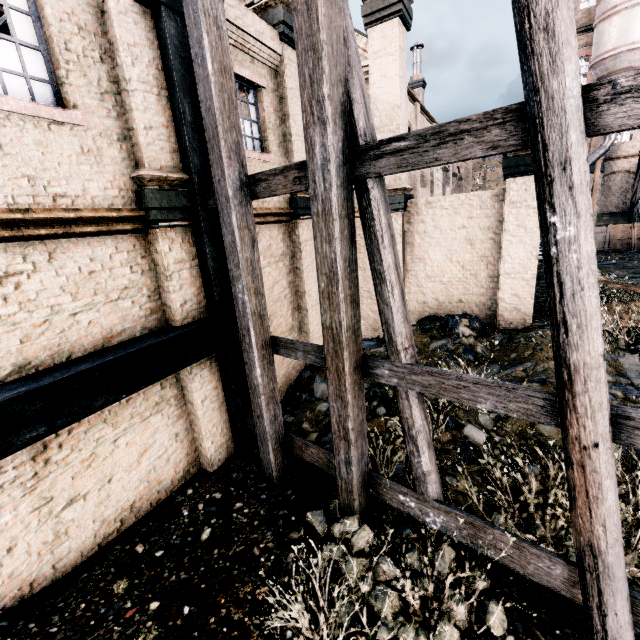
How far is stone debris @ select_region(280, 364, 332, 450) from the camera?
8.0m

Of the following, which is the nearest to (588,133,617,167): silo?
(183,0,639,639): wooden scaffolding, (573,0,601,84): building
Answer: (573,0,601,84): building

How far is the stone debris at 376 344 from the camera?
10.51m

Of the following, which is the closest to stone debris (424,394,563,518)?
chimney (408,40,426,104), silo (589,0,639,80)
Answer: chimney (408,40,426,104)

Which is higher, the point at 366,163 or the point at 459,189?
the point at 459,189

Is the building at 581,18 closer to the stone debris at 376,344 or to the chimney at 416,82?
the chimney at 416,82

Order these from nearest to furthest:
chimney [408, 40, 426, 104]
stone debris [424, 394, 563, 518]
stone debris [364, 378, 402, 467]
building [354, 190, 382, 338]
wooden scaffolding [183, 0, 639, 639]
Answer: wooden scaffolding [183, 0, 639, 639], stone debris [424, 394, 563, 518], stone debris [364, 378, 402, 467], building [354, 190, 382, 338], chimney [408, 40, 426, 104]

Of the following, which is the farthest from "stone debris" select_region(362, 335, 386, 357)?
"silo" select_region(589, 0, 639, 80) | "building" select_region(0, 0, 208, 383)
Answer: "silo" select_region(589, 0, 639, 80)
